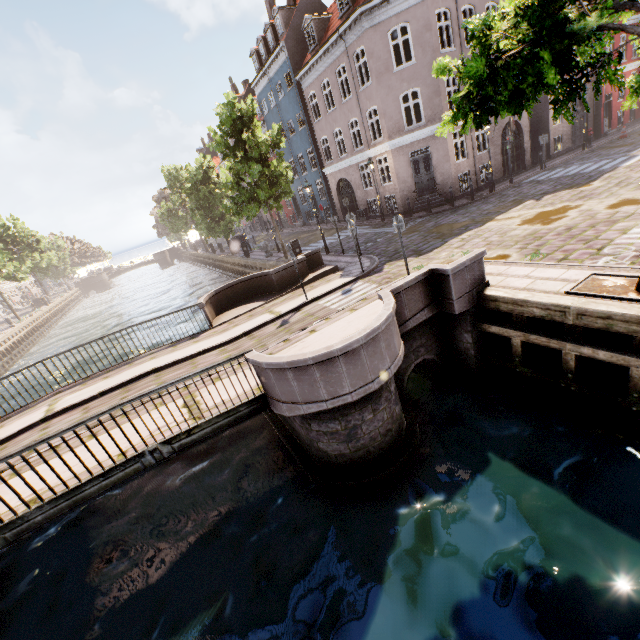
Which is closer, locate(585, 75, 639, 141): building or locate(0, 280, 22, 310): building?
locate(585, 75, 639, 141): building

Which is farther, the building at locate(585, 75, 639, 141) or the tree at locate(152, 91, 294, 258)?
the building at locate(585, 75, 639, 141)

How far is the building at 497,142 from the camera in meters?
20.3

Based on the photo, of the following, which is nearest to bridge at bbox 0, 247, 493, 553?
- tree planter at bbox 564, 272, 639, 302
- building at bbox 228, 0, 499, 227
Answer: tree planter at bbox 564, 272, 639, 302

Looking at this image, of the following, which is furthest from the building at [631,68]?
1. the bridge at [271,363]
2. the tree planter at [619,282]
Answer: the bridge at [271,363]

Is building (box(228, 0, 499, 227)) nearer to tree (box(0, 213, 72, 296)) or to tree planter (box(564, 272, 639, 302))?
tree (box(0, 213, 72, 296))

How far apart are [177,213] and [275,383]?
42.4m
